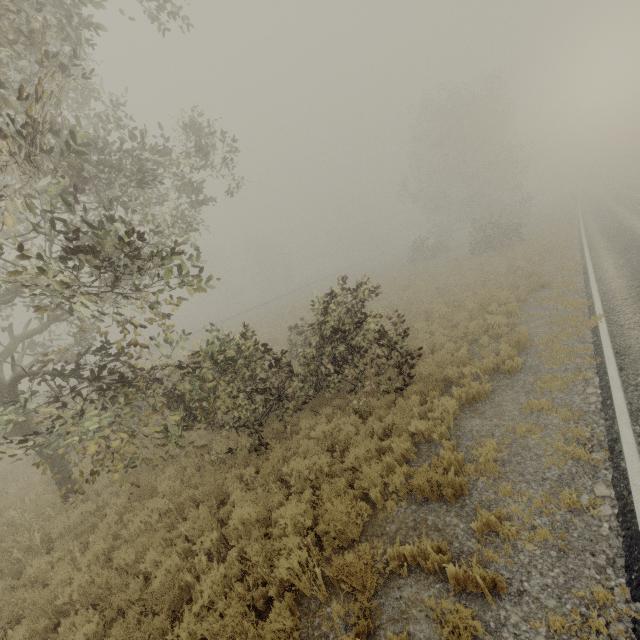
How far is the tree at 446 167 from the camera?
33.03m

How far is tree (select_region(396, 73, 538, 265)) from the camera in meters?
33.0

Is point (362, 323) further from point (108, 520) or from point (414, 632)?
point (108, 520)
